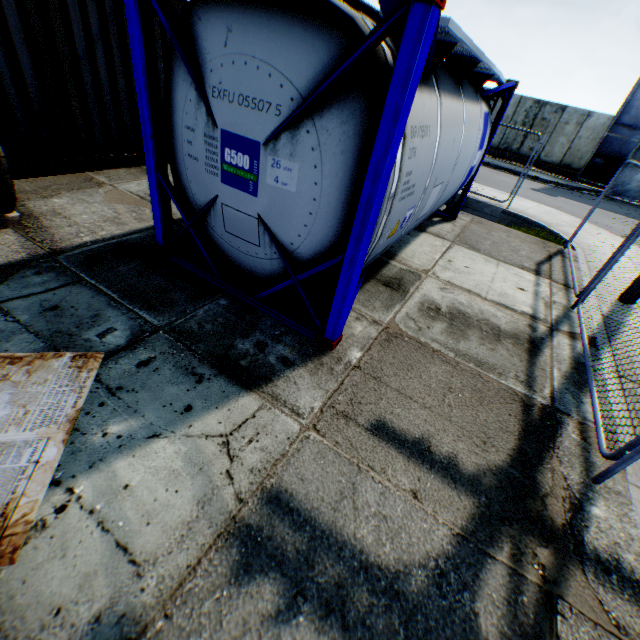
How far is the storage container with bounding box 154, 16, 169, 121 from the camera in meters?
6.3 m

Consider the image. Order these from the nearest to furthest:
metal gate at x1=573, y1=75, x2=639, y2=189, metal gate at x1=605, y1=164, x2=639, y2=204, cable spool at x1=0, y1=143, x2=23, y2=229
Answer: cable spool at x1=0, y1=143, x2=23, y2=229
metal gate at x1=573, y1=75, x2=639, y2=189
metal gate at x1=605, y1=164, x2=639, y2=204

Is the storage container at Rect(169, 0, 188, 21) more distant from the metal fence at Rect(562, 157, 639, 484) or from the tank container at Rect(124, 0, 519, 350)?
the metal fence at Rect(562, 157, 639, 484)

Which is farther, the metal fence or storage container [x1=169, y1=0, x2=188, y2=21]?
storage container [x1=169, y1=0, x2=188, y2=21]

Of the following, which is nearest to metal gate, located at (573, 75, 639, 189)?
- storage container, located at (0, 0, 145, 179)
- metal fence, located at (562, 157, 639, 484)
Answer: metal fence, located at (562, 157, 639, 484)

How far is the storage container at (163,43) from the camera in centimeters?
630cm

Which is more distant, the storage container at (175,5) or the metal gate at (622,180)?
the metal gate at (622,180)

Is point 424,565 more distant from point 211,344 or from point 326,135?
point 326,135
